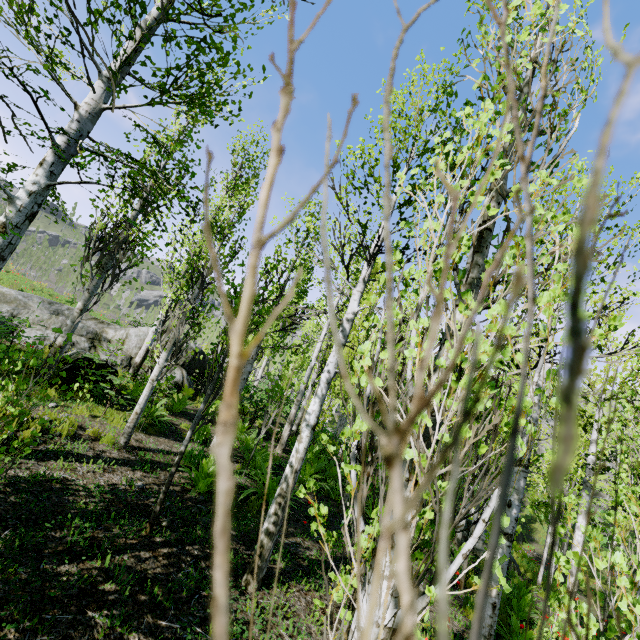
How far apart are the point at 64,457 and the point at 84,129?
4.9 meters

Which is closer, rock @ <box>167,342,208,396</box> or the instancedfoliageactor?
the instancedfoliageactor

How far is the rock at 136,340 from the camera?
8.03m

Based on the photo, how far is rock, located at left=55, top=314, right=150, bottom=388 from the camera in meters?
8.0

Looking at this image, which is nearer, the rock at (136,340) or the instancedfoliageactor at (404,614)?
the instancedfoliageactor at (404,614)
